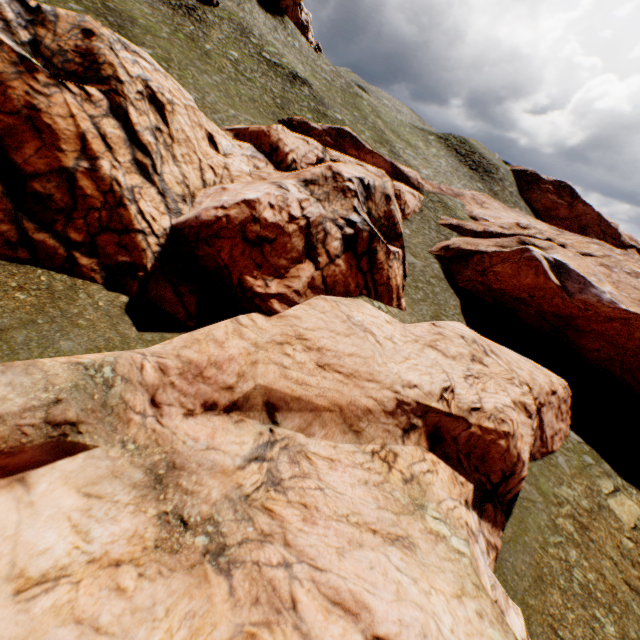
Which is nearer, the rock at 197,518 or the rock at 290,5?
the rock at 197,518

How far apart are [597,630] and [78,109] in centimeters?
2963cm

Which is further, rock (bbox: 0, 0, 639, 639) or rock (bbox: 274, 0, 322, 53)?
rock (bbox: 274, 0, 322, 53)

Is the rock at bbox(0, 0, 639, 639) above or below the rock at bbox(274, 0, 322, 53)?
below

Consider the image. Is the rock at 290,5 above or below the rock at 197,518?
above
